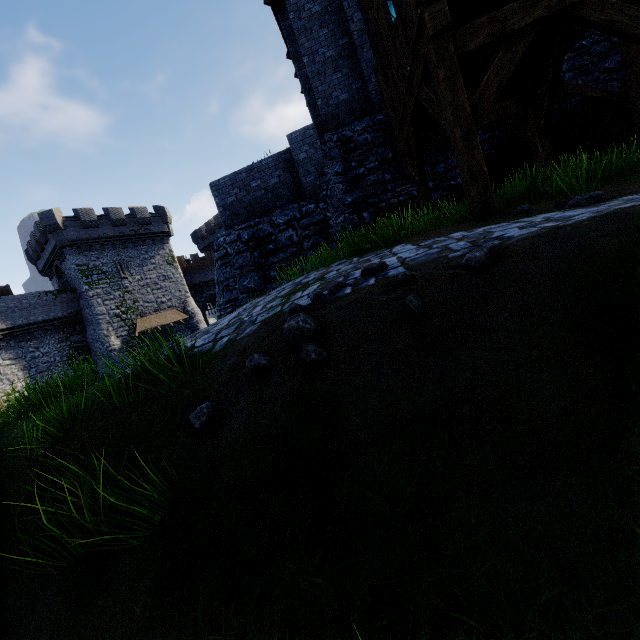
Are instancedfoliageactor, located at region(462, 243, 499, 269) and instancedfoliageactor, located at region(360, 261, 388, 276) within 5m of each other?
yes

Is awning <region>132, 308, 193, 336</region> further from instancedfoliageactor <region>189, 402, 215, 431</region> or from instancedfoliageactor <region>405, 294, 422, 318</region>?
instancedfoliageactor <region>405, 294, 422, 318</region>

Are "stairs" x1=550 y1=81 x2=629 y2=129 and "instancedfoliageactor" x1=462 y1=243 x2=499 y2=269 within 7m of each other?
no

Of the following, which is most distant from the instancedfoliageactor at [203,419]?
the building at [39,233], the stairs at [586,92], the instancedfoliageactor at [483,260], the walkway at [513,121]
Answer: the building at [39,233]

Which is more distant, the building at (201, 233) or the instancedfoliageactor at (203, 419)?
the building at (201, 233)

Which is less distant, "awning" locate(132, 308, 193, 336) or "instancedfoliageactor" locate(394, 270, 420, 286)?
"instancedfoliageactor" locate(394, 270, 420, 286)

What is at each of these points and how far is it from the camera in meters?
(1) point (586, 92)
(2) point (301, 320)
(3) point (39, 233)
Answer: (1) stairs, 7.9
(2) instancedfoliageactor, 2.6
(3) building, 29.5

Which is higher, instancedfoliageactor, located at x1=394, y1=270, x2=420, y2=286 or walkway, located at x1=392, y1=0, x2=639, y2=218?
walkway, located at x1=392, y1=0, x2=639, y2=218
